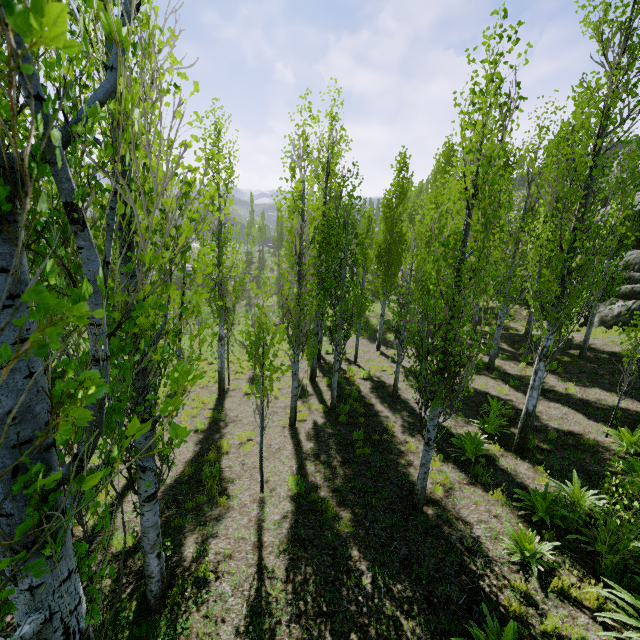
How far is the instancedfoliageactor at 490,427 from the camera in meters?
9.6

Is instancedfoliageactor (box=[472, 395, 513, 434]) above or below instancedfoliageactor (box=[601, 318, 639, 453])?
below

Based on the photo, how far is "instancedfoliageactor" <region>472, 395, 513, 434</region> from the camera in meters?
9.6

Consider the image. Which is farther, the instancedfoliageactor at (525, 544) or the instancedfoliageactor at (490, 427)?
the instancedfoliageactor at (490, 427)

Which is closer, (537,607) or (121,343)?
(121,343)

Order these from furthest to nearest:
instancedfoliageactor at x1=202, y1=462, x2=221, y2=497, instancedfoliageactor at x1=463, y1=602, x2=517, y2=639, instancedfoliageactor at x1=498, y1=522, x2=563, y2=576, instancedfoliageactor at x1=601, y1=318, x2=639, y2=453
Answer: instancedfoliageactor at x1=601, y1=318, x2=639, y2=453, instancedfoliageactor at x1=202, y1=462, x2=221, y2=497, instancedfoliageactor at x1=498, y1=522, x2=563, y2=576, instancedfoliageactor at x1=463, y1=602, x2=517, y2=639
